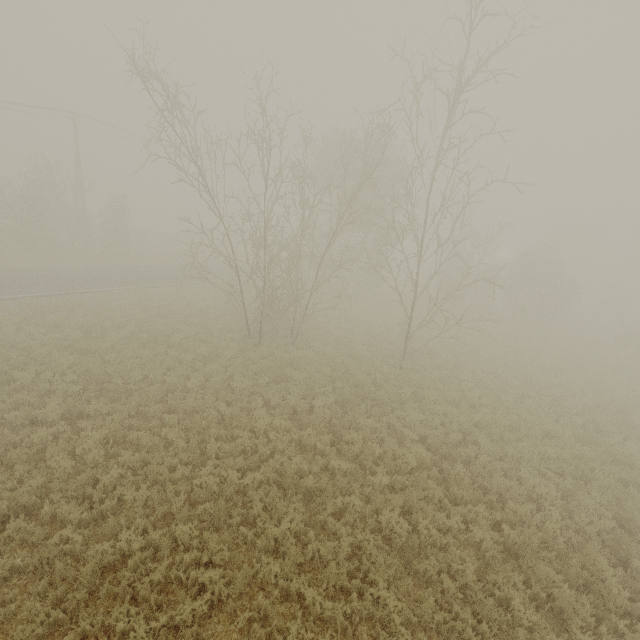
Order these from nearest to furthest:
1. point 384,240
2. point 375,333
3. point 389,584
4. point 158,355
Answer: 1. point 389,584
2. point 158,355
3. point 375,333
4. point 384,240
